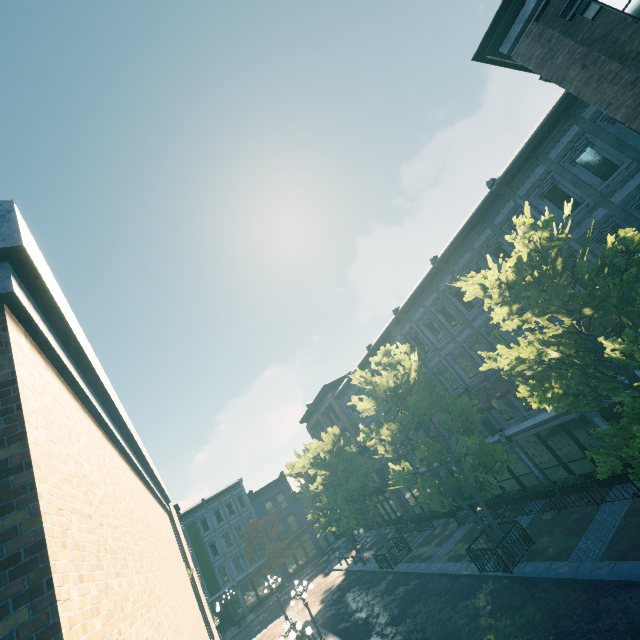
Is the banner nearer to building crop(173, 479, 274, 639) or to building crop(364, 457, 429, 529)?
building crop(364, 457, 429, 529)

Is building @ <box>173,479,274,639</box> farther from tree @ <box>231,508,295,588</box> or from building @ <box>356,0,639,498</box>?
building @ <box>356,0,639,498</box>

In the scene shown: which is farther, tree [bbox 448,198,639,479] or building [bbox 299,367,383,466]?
building [bbox 299,367,383,466]

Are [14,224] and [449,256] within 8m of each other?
no

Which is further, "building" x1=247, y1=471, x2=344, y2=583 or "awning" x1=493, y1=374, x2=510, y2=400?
"building" x1=247, y1=471, x2=344, y2=583

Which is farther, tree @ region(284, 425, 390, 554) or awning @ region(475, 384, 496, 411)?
tree @ region(284, 425, 390, 554)

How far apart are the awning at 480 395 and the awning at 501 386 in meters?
0.5 m

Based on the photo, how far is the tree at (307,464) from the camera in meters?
24.0 m
